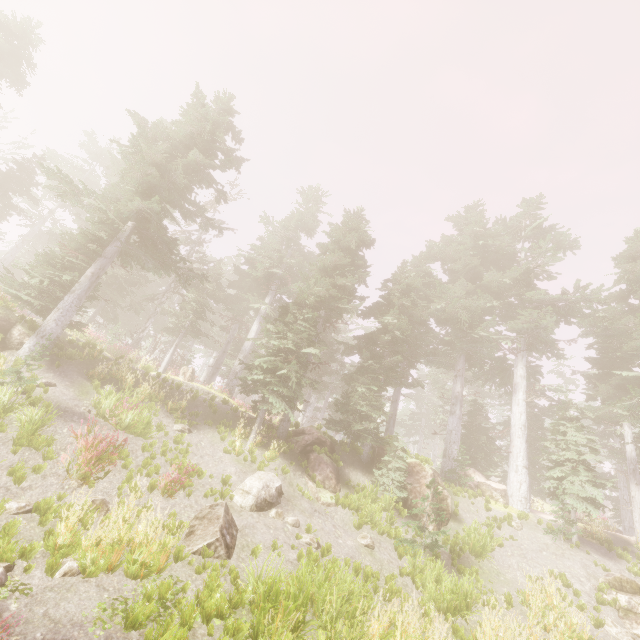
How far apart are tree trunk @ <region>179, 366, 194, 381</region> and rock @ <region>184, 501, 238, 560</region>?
13.9 meters

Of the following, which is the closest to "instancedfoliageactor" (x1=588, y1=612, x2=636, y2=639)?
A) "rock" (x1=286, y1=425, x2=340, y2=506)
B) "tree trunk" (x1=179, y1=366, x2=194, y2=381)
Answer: "rock" (x1=286, y1=425, x2=340, y2=506)

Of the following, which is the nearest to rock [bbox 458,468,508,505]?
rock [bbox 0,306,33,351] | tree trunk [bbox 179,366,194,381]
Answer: tree trunk [bbox 179,366,194,381]

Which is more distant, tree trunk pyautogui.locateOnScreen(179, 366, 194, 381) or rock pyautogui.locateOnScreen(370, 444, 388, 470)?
tree trunk pyautogui.locateOnScreen(179, 366, 194, 381)

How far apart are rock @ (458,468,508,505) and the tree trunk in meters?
18.3

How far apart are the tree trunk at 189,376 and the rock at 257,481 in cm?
1187

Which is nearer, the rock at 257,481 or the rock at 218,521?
the rock at 218,521

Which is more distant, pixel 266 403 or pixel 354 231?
pixel 354 231
